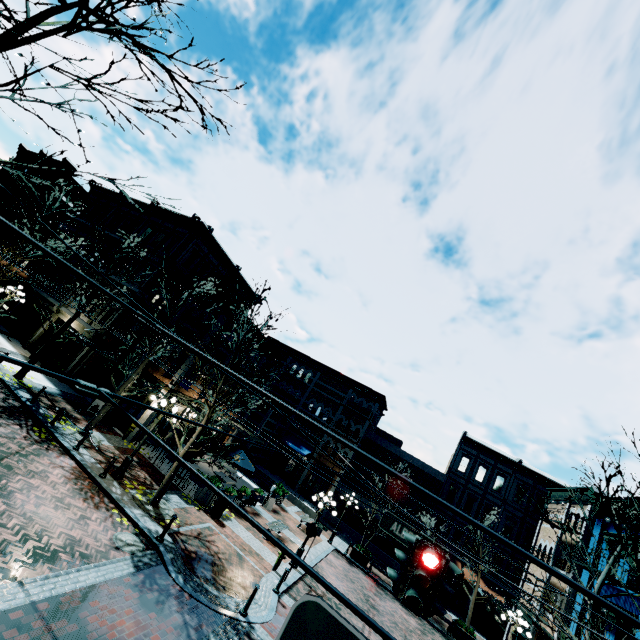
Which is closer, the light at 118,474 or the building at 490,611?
the light at 118,474

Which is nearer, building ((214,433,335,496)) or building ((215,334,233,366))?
building ((215,334,233,366))

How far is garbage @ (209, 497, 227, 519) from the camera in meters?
15.0

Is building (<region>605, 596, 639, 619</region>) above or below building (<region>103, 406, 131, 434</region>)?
above

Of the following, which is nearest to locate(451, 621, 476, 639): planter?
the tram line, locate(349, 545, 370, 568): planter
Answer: locate(349, 545, 370, 568): planter

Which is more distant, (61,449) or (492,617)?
(492,617)

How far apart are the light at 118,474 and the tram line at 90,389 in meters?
12.9

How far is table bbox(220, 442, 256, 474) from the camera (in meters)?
18.30
